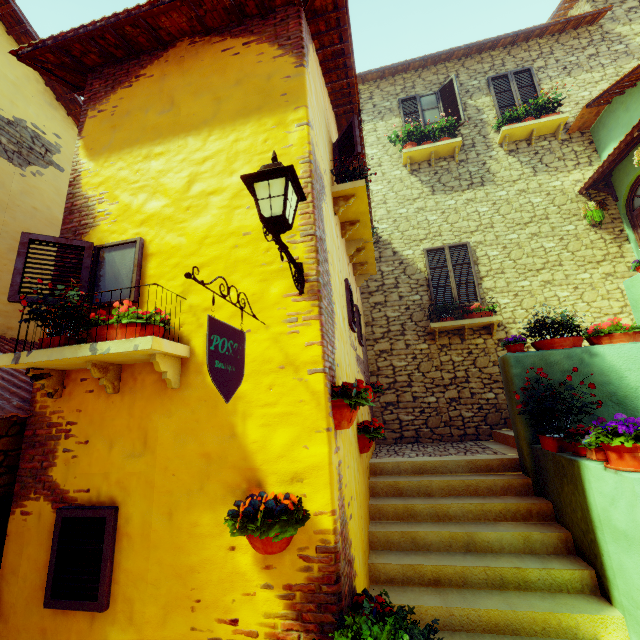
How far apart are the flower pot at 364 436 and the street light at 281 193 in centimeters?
220cm

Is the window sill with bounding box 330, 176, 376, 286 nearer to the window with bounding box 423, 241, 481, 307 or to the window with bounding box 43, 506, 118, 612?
the window with bounding box 423, 241, 481, 307

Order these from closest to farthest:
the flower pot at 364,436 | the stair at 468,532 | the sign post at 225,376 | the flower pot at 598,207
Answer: the sign post at 225,376
the stair at 468,532
the flower pot at 364,436
the flower pot at 598,207

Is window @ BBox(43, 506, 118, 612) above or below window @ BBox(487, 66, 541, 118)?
below

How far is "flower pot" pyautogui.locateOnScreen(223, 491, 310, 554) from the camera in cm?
211

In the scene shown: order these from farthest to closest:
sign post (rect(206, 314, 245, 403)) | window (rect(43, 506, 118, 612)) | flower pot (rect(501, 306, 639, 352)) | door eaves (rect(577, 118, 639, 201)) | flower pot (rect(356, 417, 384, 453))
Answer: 1. door eaves (rect(577, 118, 639, 201))
2. flower pot (rect(501, 306, 639, 352))
3. flower pot (rect(356, 417, 384, 453))
4. window (rect(43, 506, 118, 612))
5. sign post (rect(206, 314, 245, 403))

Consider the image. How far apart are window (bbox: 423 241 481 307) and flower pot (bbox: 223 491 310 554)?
6.48m

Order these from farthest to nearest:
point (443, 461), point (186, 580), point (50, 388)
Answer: point (443, 461) < point (50, 388) < point (186, 580)
